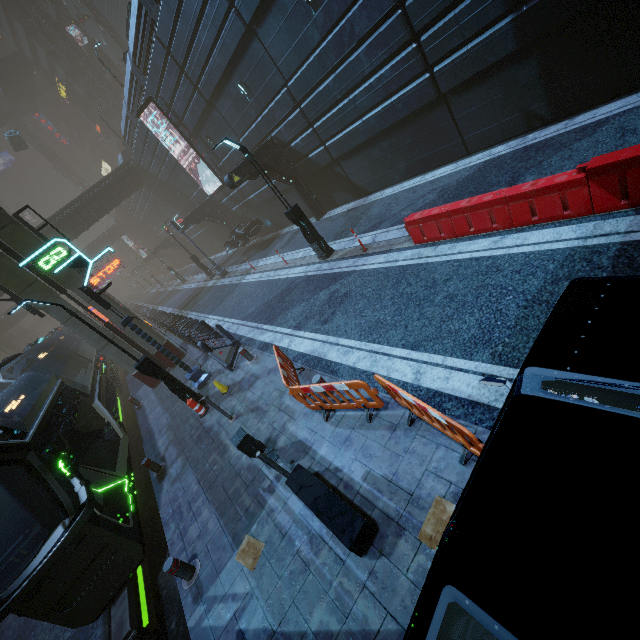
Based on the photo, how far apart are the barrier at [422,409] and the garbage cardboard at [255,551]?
3.2m

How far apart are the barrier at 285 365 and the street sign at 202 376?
6.57m

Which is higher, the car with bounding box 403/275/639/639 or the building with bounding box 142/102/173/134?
the building with bounding box 142/102/173/134

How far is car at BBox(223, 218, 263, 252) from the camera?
23.36m

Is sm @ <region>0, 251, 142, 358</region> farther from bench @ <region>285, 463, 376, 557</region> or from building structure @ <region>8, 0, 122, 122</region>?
building structure @ <region>8, 0, 122, 122</region>

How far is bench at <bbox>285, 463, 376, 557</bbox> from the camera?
4.25m

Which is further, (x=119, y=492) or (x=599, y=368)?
(x=119, y=492)

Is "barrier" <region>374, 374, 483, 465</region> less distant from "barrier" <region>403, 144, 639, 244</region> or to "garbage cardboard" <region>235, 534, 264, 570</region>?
"garbage cardboard" <region>235, 534, 264, 570</region>
